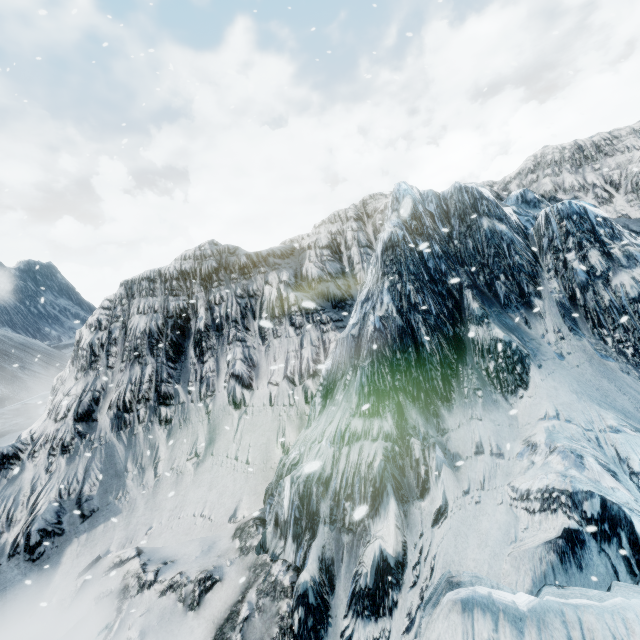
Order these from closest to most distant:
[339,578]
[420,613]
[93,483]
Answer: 1. [420,613]
2. [339,578]
3. [93,483]
